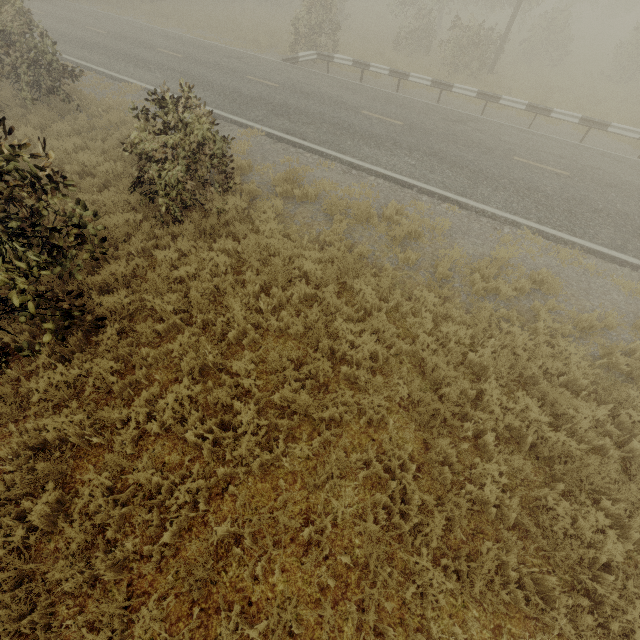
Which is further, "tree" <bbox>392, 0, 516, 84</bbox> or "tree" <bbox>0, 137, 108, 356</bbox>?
"tree" <bbox>392, 0, 516, 84</bbox>

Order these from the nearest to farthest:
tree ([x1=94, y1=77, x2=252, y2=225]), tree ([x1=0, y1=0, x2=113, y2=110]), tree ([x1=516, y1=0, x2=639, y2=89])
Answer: tree ([x1=94, y1=77, x2=252, y2=225]) < tree ([x1=0, y1=0, x2=113, y2=110]) < tree ([x1=516, y1=0, x2=639, y2=89])

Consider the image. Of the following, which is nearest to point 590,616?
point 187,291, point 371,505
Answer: point 371,505

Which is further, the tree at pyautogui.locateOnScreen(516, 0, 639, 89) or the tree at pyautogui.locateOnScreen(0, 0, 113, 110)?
the tree at pyautogui.locateOnScreen(516, 0, 639, 89)

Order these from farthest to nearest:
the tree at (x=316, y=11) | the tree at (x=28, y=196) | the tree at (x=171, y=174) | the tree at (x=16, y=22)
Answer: the tree at (x=316, y=11), the tree at (x=16, y=22), the tree at (x=171, y=174), the tree at (x=28, y=196)

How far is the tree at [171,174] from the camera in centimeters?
669cm

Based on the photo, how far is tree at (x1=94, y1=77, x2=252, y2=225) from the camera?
6.7m
